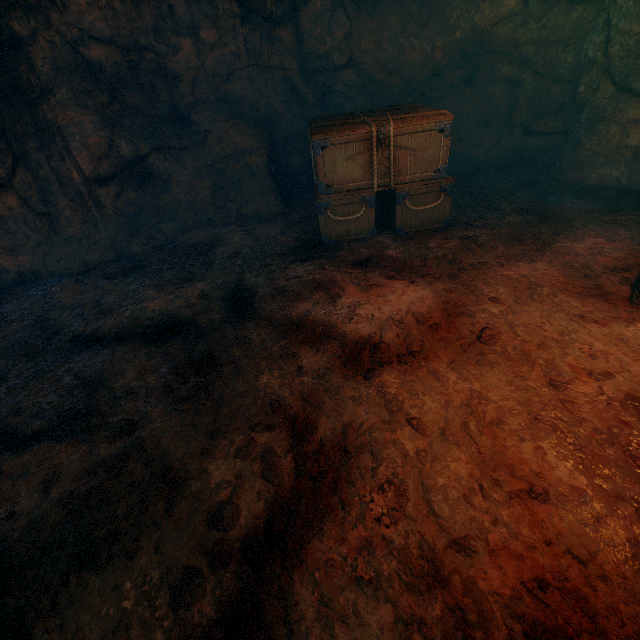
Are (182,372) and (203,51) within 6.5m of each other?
no

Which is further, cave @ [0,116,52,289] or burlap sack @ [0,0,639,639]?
cave @ [0,116,52,289]

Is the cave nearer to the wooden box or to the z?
the wooden box

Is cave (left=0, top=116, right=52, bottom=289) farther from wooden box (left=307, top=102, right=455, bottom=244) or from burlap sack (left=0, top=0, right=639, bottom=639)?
wooden box (left=307, top=102, right=455, bottom=244)

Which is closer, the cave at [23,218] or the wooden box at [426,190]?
the wooden box at [426,190]

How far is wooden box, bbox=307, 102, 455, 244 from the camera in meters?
4.7 m

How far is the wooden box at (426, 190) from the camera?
4.68m
